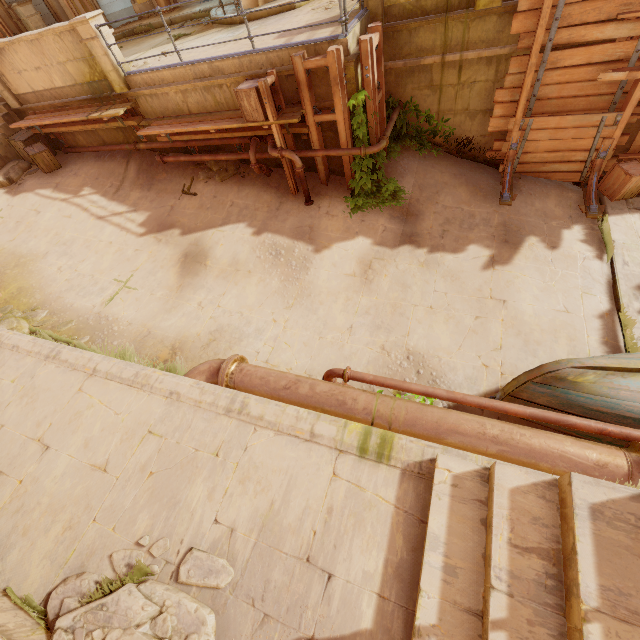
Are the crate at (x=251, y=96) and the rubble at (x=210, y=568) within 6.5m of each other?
no

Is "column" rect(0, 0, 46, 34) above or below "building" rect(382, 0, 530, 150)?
above

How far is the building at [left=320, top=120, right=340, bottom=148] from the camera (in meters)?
7.44

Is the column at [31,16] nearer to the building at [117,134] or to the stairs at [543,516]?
the building at [117,134]

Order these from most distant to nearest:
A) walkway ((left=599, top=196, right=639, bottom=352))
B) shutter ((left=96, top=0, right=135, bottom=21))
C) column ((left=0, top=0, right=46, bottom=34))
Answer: shutter ((left=96, top=0, right=135, bottom=21)) → column ((left=0, top=0, right=46, bottom=34)) → walkway ((left=599, top=196, right=639, bottom=352))

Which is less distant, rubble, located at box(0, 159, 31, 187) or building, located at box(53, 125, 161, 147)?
building, located at box(53, 125, 161, 147)

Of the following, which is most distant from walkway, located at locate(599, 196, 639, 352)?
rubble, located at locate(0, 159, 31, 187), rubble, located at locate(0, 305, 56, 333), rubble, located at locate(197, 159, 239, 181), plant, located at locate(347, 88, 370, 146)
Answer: rubble, located at locate(0, 159, 31, 187)

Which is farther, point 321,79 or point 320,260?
point 320,260
